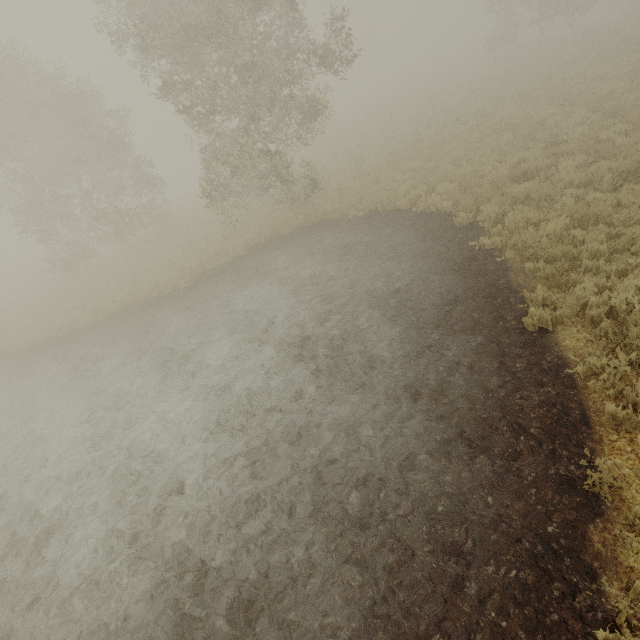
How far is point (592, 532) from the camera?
3.6 meters
